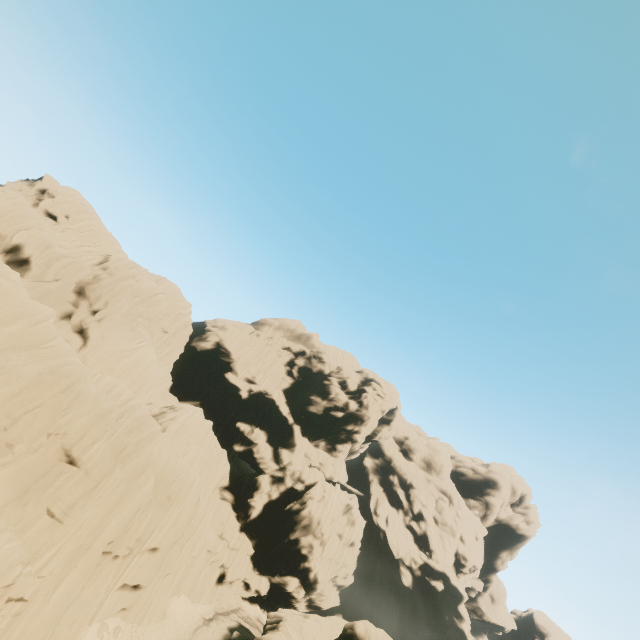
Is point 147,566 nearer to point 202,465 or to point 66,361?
point 202,465
